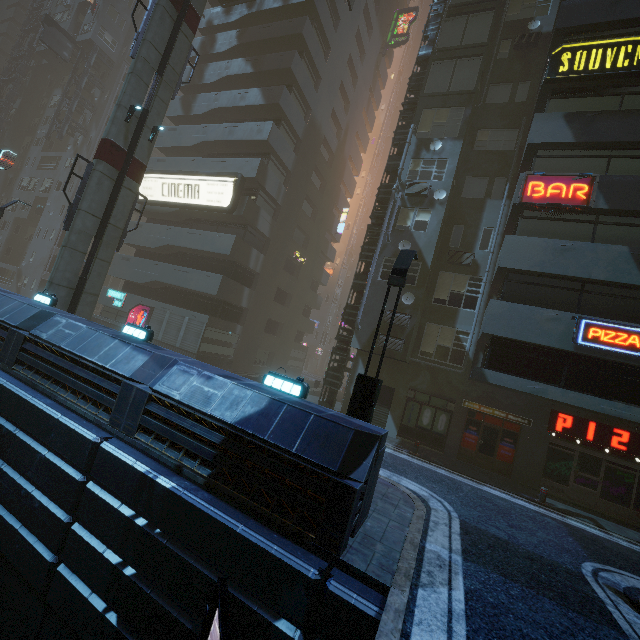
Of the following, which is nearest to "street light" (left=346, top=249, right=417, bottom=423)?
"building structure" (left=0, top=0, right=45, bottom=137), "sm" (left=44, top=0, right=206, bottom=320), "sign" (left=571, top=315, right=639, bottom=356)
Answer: "sign" (left=571, top=315, right=639, bottom=356)

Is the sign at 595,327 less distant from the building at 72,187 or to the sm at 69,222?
the building at 72,187

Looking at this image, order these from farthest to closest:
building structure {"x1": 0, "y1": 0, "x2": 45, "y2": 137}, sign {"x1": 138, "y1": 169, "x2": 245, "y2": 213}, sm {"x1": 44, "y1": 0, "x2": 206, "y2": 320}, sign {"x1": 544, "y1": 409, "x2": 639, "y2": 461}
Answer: building structure {"x1": 0, "y1": 0, "x2": 45, "y2": 137} < sign {"x1": 138, "y1": 169, "x2": 245, "y2": 213} < sm {"x1": 44, "y1": 0, "x2": 206, "y2": 320} < sign {"x1": 544, "y1": 409, "x2": 639, "y2": 461}

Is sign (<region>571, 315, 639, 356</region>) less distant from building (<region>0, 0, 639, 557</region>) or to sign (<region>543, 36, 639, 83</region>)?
building (<region>0, 0, 639, 557</region>)

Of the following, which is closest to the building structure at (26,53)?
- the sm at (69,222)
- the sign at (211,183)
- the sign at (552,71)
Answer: the sign at (211,183)

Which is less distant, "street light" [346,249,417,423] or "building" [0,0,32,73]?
"street light" [346,249,417,423]

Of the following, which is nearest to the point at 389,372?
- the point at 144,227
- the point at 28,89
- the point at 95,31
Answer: the point at 144,227

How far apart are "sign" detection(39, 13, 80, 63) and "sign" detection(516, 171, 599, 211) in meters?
49.7
